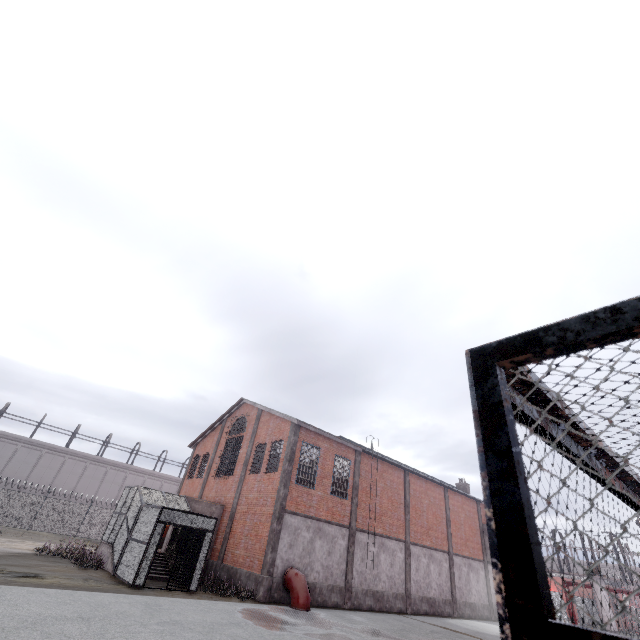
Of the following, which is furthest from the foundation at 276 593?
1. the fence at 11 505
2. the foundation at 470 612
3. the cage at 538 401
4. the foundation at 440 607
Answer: the fence at 11 505

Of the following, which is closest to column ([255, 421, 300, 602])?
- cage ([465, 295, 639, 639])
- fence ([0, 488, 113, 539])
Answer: cage ([465, 295, 639, 639])

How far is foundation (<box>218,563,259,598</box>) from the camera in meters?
16.7 m

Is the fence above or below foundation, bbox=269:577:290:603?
above

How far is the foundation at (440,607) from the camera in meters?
22.3 m

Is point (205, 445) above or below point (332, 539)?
above

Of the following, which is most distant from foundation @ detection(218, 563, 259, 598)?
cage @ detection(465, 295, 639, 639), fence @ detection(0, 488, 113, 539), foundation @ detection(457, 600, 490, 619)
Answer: fence @ detection(0, 488, 113, 539)

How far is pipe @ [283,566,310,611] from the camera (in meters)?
15.59
